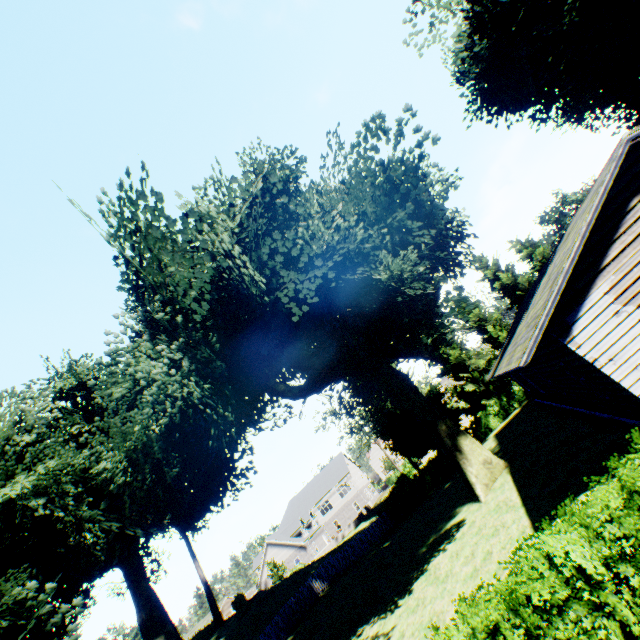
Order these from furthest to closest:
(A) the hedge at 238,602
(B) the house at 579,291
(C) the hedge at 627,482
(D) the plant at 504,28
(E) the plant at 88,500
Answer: (A) the hedge at 238,602 → (D) the plant at 504,28 → (E) the plant at 88,500 → (B) the house at 579,291 → (C) the hedge at 627,482

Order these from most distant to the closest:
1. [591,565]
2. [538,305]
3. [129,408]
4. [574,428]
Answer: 1. [129,408]
2. [574,428]
3. [538,305]
4. [591,565]

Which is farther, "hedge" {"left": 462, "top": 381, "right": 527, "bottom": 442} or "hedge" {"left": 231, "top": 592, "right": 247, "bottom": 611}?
"hedge" {"left": 231, "top": 592, "right": 247, "bottom": 611}

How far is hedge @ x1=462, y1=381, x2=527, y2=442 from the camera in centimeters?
2986cm

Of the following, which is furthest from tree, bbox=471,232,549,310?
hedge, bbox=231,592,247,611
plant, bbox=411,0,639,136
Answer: hedge, bbox=231,592,247,611

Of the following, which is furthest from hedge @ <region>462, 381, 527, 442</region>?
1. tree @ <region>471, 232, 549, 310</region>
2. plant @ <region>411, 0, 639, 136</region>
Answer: plant @ <region>411, 0, 639, 136</region>

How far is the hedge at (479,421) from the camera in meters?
29.9

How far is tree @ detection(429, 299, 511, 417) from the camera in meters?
31.9 m
